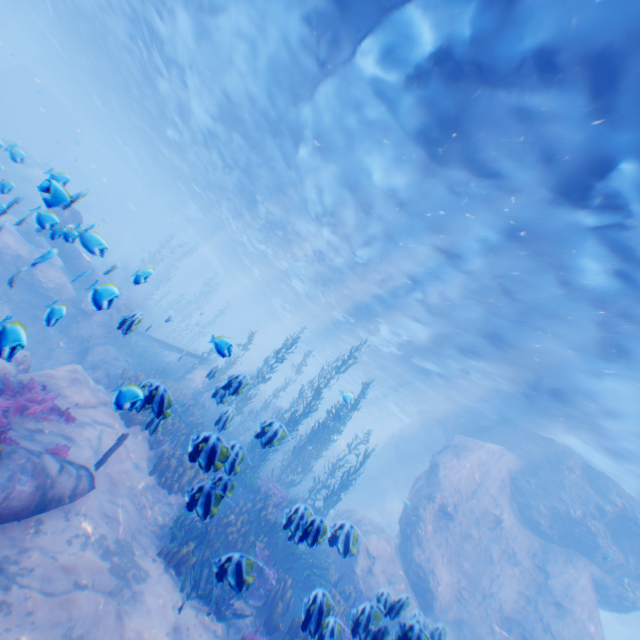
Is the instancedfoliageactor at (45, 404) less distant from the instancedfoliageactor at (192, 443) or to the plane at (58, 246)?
the plane at (58, 246)

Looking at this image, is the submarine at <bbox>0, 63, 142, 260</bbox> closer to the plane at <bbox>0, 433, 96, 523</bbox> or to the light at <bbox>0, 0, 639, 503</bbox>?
the light at <bbox>0, 0, 639, 503</bbox>

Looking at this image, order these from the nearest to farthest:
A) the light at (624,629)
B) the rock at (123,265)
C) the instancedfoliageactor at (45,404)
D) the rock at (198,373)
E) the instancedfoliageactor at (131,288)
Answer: the instancedfoliageactor at (45,404)
the instancedfoliageactor at (131,288)
the rock at (198,373)
the light at (624,629)
the rock at (123,265)

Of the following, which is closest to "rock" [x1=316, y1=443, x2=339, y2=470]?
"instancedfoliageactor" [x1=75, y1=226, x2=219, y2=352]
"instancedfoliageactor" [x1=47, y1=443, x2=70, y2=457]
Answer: "instancedfoliageactor" [x1=75, y1=226, x2=219, y2=352]

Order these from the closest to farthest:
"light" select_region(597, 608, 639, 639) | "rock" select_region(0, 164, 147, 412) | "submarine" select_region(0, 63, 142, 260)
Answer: "rock" select_region(0, 164, 147, 412)
"light" select_region(597, 608, 639, 639)
"submarine" select_region(0, 63, 142, 260)

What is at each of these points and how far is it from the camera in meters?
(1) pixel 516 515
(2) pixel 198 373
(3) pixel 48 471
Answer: (1) rock, 15.4 m
(2) rock, 21.3 m
(3) plane, 5.7 m

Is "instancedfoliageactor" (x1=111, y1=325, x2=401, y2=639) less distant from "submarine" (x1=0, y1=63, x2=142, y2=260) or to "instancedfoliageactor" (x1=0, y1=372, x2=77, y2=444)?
"submarine" (x1=0, y1=63, x2=142, y2=260)

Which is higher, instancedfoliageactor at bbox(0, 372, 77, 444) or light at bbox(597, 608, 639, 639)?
light at bbox(597, 608, 639, 639)
